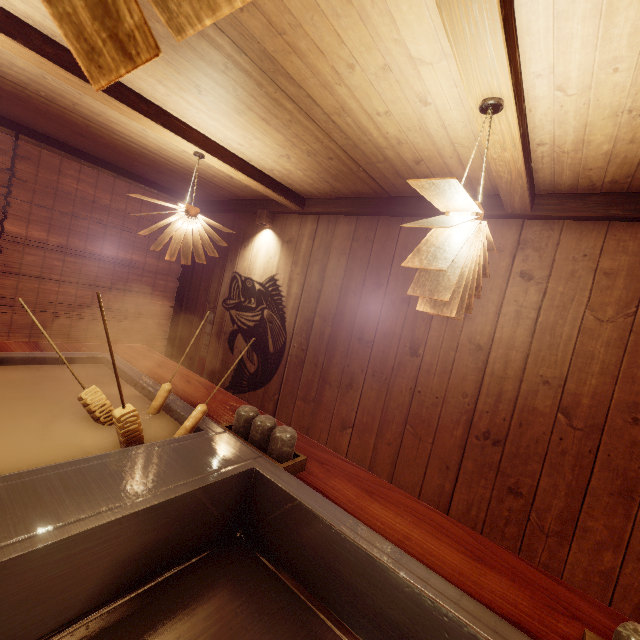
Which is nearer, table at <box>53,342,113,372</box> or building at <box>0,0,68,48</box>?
building at <box>0,0,68,48</box>

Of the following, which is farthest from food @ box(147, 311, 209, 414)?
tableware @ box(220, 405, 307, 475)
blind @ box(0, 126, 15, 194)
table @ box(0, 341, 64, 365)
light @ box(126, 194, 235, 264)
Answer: blind @ box(0, 126, 15, 194)

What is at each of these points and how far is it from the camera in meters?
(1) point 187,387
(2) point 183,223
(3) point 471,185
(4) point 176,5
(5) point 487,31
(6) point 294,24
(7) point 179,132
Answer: (1) table, 4.0
(2) light, 4.3
(3) building, 4.0
(4) light, 0.7
(5) wood bar, 1.7
(6) building, 2.2
(7) wood bar, 3.9

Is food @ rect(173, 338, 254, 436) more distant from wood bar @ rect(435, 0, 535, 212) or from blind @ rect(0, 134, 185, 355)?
blind @ rect(0, 134, 185, 355)

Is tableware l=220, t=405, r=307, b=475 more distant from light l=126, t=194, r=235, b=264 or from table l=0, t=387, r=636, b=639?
light l=126, t=194, r=235, b=264

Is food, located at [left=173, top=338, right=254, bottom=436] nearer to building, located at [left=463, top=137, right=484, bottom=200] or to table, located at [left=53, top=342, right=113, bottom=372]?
table, located at [left=53, top=342, right=113, bottom=372]

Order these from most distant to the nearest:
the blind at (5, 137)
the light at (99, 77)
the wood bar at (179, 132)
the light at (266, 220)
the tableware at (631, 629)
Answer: the light at (266, 220) → the blind at (5, 137) → the wood bar at (179, 132) → the tableware at (631, 629) → the light at (99, 77)

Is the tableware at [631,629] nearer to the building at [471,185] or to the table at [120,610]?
the table at [120,610]
